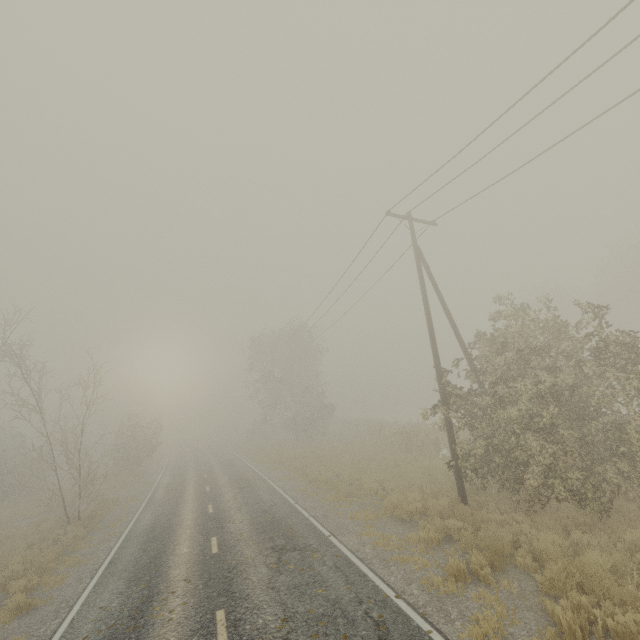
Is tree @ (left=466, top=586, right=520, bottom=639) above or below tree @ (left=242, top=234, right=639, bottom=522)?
below

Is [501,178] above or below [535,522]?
above

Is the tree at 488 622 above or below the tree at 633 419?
below

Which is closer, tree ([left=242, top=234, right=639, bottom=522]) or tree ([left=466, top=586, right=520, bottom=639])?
tree ([left=466, top=586, right=520, bottom=639])

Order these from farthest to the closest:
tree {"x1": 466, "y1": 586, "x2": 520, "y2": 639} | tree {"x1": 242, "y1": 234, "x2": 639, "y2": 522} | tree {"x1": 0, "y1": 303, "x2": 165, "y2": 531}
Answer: tree {"x1": 0, "y1": 303, "x2": 165, "y2": 531} < tree {"x1": 242, "y1": 234, "x2": 639, "y2": 522} < tree {"x1": 466, "y1": 586, "x2": 520, "y2": 639}
